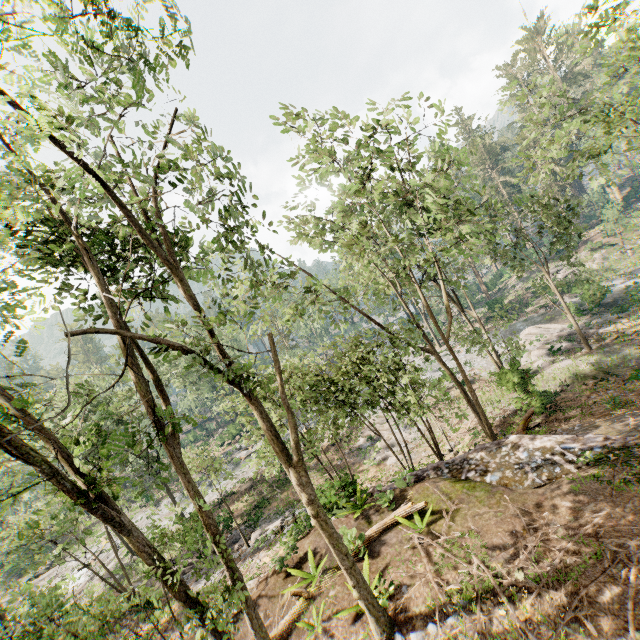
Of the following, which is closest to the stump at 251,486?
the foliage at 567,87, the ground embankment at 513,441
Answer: the foliage at 567,87

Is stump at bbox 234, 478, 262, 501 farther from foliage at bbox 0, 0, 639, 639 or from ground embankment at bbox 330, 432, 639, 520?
ground embankment at bbox 330, 432, 639, 520

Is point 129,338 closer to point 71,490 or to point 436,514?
point 71,490

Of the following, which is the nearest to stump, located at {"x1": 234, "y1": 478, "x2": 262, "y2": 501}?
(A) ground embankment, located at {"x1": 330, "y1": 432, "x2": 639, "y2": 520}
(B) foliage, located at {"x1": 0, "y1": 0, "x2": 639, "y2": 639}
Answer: (B) foliage, located at {"x1": 0, "y1": 0, "x2": 639, "y2": 639}

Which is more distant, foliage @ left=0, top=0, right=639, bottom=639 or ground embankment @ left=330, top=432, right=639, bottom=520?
ground embankment @ left=330, top=432, right=639, bottom=520

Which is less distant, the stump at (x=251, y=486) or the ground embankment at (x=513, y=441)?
the ground embankment at (x=513, y=441)

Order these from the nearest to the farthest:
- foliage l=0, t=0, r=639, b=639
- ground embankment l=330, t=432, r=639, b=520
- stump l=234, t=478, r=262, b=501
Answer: foliage l=0, t=0, r=639, b=639 < ground embankment l=330, t=432, r=639, b=520 < stump l=234, t=478, r=262, b=501
